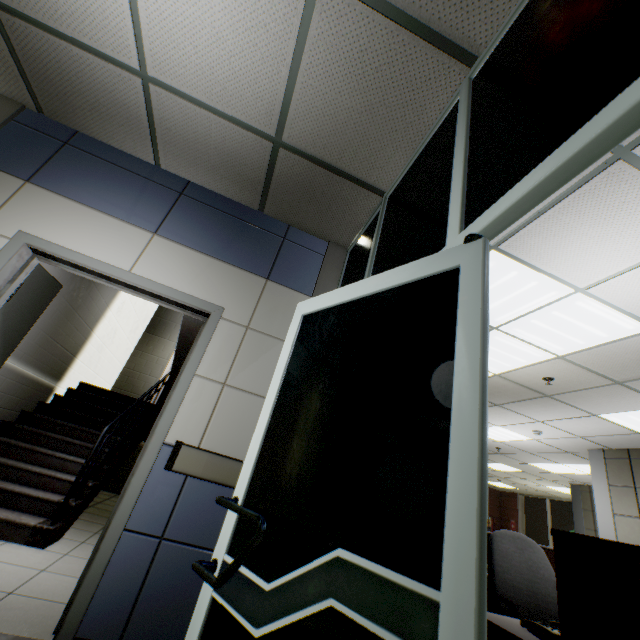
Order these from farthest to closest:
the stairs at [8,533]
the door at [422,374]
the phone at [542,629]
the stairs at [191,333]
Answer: the stairs at [191,333], the stairs at [8,533], the phone at [542,629], the door at [422,374]

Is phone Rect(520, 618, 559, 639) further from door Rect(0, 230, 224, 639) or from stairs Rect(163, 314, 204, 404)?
stairs Rect(163, 314, 204, 404)

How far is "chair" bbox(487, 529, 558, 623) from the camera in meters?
2.2

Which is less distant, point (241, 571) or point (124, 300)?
point (241, 571)

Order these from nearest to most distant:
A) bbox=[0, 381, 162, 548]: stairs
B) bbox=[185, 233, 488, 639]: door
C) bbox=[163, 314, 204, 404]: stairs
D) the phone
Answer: bbox=[185, 233, 488, 639]: door, the phone, bbox=[0, 381, 162, 548]: stairs, bbox=[163, 314, 204, 404]: stairs

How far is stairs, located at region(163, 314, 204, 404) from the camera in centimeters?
493cm

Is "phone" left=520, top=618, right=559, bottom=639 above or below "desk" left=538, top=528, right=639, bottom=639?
below

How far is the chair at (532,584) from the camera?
2.2 meters
